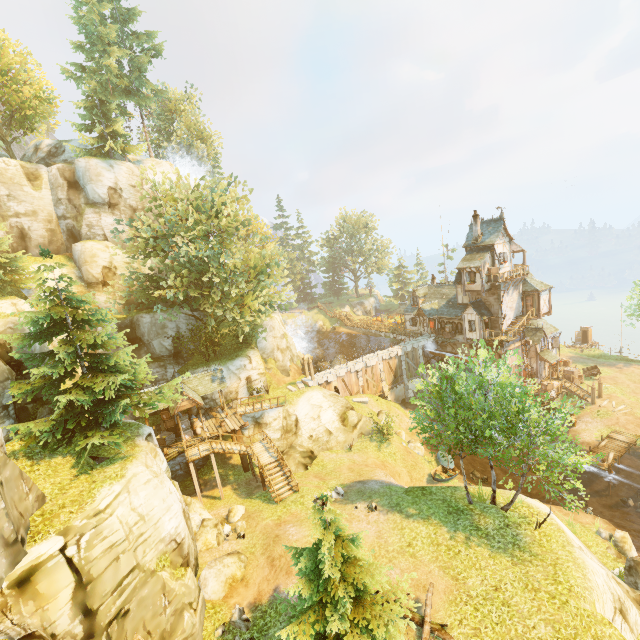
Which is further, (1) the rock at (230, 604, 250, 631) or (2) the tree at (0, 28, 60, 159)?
(2) the tree at (0, 28, 60, 159)

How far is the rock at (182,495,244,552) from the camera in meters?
18.1 m

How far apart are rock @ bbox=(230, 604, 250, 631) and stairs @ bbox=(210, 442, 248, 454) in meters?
10.6

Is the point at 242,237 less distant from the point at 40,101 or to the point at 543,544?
the point at 40,101

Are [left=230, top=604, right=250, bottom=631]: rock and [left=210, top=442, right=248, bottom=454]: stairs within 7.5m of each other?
no

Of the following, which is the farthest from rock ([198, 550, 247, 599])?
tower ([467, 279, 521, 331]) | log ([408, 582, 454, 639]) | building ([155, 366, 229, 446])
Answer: tower ([467, 279, 521, 331])

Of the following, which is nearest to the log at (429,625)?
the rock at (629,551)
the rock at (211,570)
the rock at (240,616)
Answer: the rock at (240,616)

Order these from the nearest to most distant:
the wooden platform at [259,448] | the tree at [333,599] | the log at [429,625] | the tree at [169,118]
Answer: the tree at [333,599], the log at [429,625], the wooden platform at [259,448], the tree at [169,118]
